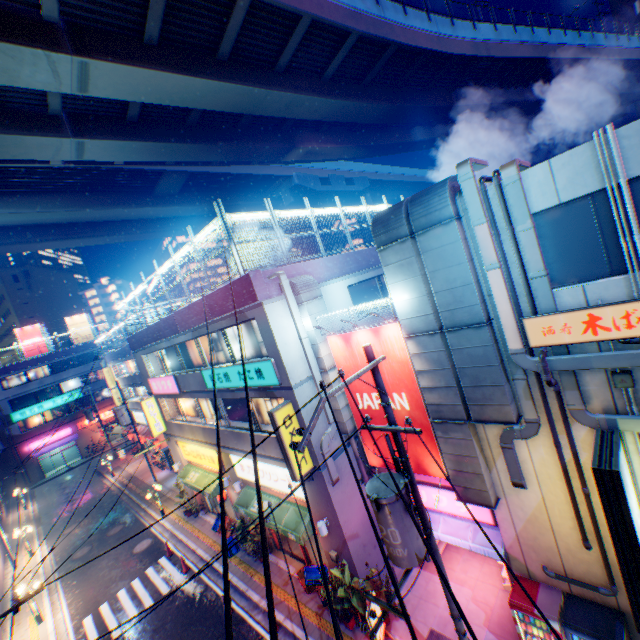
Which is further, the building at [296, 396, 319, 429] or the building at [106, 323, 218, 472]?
the building at [106, 323, 218, 472]

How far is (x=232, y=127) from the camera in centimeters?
2241cm

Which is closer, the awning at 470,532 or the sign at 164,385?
the awning at 470,532

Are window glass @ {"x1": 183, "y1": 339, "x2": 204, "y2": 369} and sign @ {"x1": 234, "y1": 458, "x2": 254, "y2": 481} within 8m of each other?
yes

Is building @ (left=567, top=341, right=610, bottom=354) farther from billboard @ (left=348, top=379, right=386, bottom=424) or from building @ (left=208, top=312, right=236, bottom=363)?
building @ (left=208, top=312, right=236, bottom=363)

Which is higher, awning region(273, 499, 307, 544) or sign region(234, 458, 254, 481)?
sign region(234, 458, 254, 481)

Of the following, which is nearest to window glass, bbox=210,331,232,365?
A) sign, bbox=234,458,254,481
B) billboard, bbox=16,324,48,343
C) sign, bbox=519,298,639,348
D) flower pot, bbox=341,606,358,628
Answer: sign, bbox=234,458,254,481

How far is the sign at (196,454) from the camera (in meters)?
17.75
